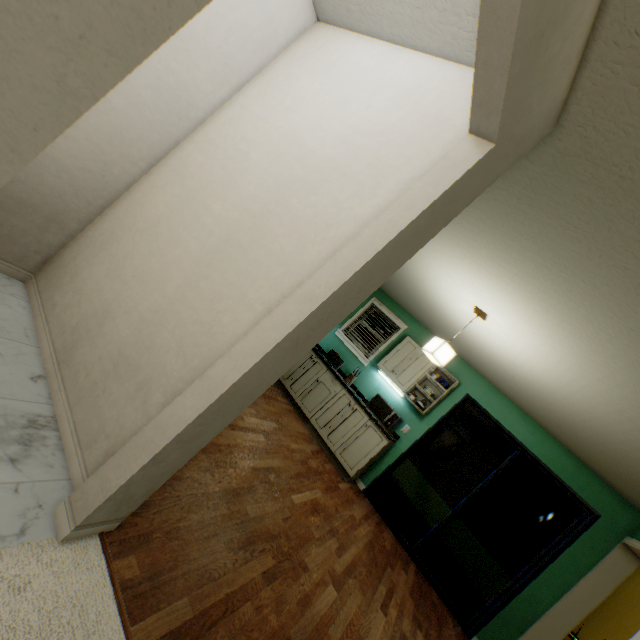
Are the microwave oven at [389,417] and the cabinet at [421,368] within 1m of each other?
yes

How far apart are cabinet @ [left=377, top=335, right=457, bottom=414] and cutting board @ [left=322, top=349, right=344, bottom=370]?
0.6 meters

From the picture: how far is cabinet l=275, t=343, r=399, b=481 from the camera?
4.5 meters

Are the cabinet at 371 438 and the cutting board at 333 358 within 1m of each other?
yes

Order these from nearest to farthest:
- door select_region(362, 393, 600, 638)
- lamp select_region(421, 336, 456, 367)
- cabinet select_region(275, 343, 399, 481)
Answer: lamp select_region(421, 336, 456, 367)
door select_region(362, 393, 600, 638)
cabinet select_region(275, 343, 399, 481)

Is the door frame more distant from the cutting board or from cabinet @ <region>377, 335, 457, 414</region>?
the cutting board

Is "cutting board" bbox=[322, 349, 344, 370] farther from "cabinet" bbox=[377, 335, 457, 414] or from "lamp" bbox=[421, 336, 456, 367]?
"lamp" bbox=[421, 336, 456, 367]

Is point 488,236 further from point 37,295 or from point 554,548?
point 554,548
